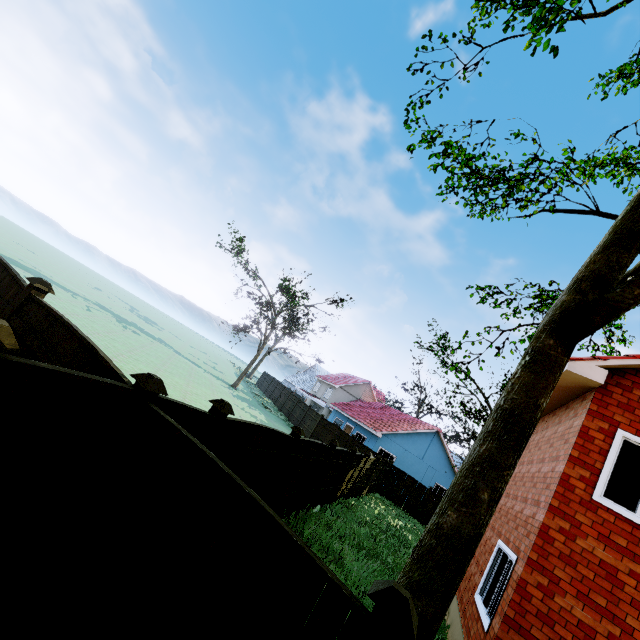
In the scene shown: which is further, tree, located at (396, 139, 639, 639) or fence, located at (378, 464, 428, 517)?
fence, located at (378, 464, 428, 517)

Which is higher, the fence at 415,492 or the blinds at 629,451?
the blinds at 629,451

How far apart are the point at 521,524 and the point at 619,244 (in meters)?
5.88

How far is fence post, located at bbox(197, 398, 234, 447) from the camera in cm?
454

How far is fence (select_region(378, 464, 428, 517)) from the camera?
22.0 meters

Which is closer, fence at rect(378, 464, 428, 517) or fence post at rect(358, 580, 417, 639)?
fence post at rect(358, 580, 417, 639)

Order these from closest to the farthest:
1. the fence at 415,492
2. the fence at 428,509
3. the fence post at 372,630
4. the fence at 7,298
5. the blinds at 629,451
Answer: the fence post at 372,630, the fence at 7,298, the blinds at 629,451, the fence at 428,509, the fence at 415,492

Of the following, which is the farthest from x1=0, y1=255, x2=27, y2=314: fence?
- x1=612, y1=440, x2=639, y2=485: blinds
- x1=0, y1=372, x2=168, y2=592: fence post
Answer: x1=612, y1=440, x2=639, y2=485: blinds
